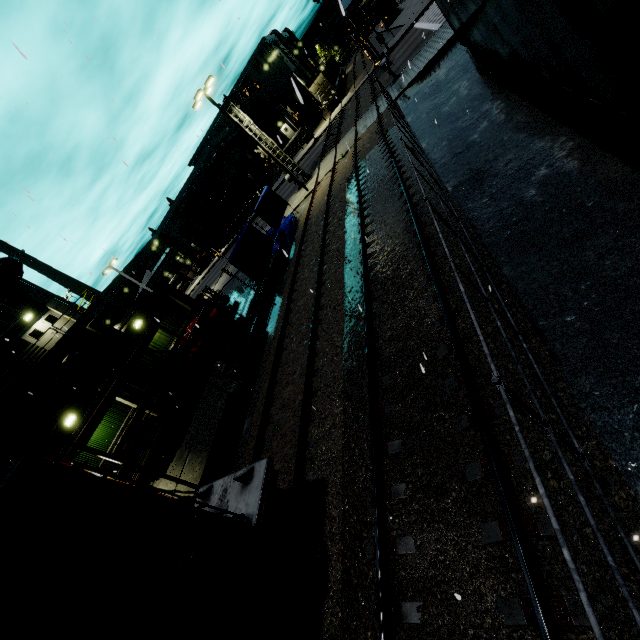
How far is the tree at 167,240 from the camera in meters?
58.5

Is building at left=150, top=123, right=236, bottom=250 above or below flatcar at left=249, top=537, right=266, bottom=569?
above

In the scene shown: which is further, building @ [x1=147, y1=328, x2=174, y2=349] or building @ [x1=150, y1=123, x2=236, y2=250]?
building @ [x1=150, y1=123, x2=236, y2=250]

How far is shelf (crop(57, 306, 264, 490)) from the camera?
8.5 meters

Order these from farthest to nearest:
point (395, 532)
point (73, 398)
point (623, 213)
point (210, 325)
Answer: point (73, 398) → point (210, 325) → point (623, 213) → point (395, 532)

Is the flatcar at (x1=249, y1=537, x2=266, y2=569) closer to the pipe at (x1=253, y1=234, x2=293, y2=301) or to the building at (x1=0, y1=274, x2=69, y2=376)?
Result: the building at (x1=0, y1=274, x2=69, y2=376)

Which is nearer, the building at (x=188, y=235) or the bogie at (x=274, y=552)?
the bogie at (x=274, y=552)

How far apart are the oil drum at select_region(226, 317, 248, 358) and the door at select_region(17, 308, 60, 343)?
17.11m
